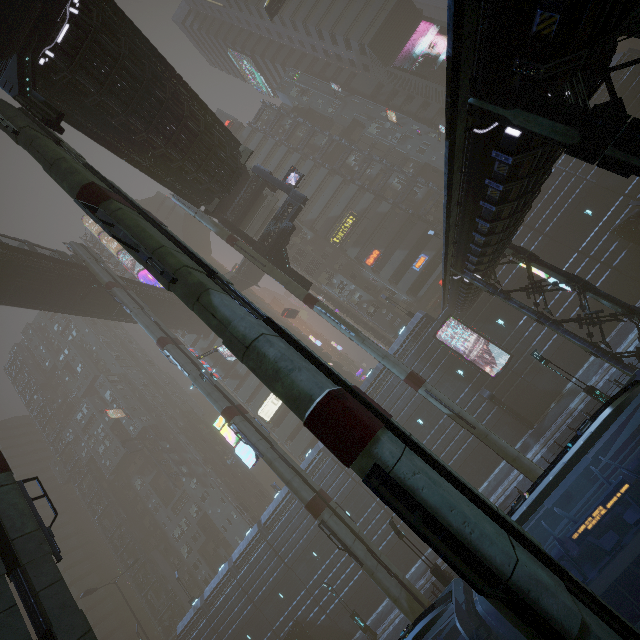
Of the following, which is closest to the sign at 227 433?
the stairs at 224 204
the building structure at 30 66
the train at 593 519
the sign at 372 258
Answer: the stairs at 224 204

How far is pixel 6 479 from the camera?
11.21m

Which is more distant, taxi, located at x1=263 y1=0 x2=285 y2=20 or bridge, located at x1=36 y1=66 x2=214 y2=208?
taxi, located at x1=263 y1=0 x2=285 y2=20

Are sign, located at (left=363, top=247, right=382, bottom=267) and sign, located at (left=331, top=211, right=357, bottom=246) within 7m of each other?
yes

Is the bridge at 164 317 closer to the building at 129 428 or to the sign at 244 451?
the building at 129 428

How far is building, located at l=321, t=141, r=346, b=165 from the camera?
53.50m

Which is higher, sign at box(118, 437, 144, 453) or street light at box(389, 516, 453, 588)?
sign at box(118, 437, 144, 453)
